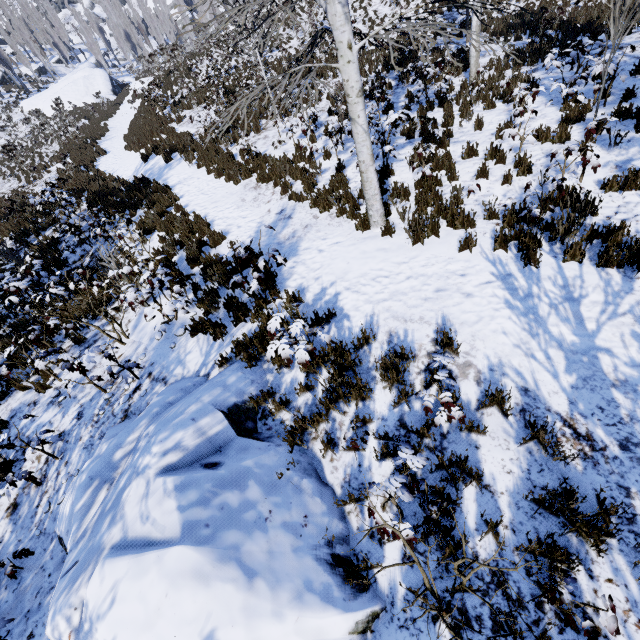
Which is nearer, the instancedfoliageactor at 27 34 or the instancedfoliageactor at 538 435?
the instancedfoliageactor at 538 435

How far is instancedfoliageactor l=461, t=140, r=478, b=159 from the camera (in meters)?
7.16

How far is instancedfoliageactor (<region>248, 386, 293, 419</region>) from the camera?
4.1 meters

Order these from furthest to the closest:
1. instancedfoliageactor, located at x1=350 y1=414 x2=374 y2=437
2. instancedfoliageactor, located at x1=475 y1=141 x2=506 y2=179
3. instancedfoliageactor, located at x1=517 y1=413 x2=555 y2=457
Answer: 1. instancedfoliageactor, located at x1=475 y1=141 x2=506 y2=179
2. instancedfoliageactor, located at x1=350 y1=414 x2=374 y2=437
3. instancedfoliageactor, located at x1=517 y1=413 x2=555 y2=457

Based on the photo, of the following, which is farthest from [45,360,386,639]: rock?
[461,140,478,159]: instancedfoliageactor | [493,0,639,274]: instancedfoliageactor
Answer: [493,0,639,274]: instancedfoliageactor

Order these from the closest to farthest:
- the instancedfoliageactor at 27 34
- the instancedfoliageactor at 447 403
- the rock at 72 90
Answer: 1. the instancedfoliageactor at 447 403
2. the rock at 72 90
3. the instancedfoliageactor at 27 34

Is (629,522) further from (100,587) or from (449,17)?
(449,17)

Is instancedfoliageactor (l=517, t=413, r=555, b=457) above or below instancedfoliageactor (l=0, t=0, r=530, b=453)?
below
